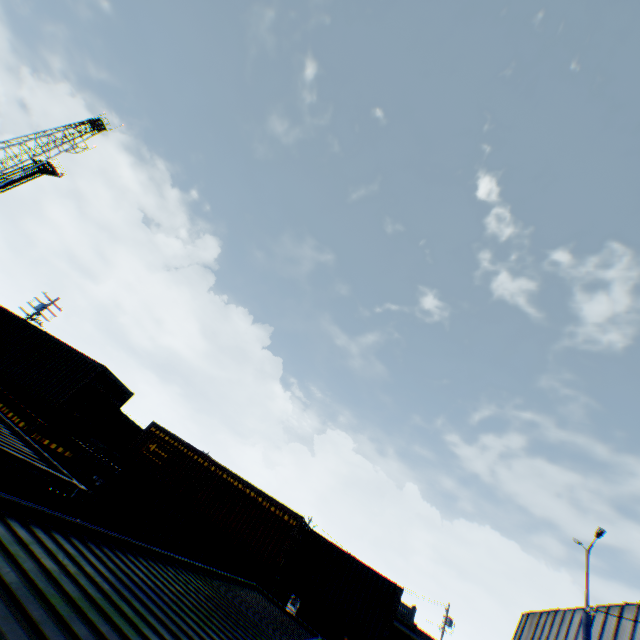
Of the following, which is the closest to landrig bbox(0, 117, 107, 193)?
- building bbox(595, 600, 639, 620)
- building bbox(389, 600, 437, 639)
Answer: building bbox(595, 600, 639, 620)

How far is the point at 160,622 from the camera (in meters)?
3.32

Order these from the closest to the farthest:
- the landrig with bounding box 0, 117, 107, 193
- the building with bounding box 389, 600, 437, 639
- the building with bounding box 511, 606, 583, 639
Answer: the building with bounding box 511, 606, 583, 639
the landrig with bounding box 0, 117, 107, 193
the building with bounding box 389, 600, 437, 639

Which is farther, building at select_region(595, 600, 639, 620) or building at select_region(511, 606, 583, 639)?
building at select_region(511, 606, 583, 639)

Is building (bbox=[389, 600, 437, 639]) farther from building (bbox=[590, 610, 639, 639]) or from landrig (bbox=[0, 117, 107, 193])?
landrig (bbox=[0, 117, 107, 193])

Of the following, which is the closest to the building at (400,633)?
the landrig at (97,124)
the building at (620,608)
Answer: the building at (620,608)
